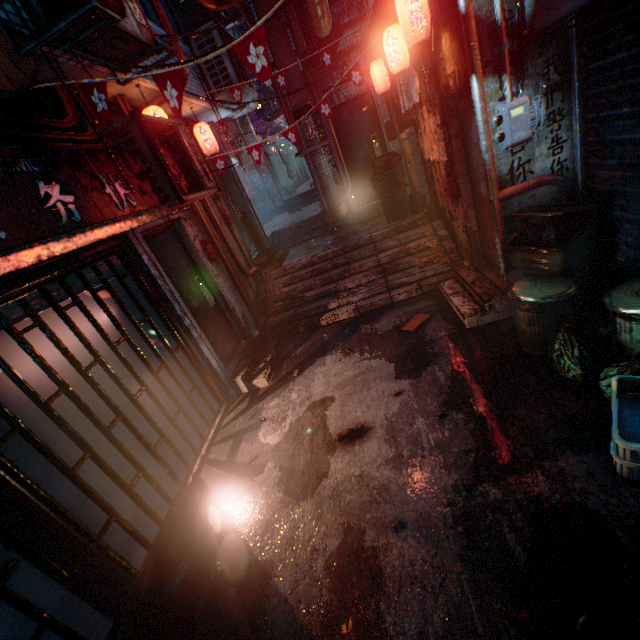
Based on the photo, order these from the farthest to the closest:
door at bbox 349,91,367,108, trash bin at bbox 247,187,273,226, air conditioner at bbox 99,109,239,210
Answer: trash bin at bbox 247,187,273,226 → door at bbox 349,91,367,108 → air conditioner at bbox 99,109,239,210

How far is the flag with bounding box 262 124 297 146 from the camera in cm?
482

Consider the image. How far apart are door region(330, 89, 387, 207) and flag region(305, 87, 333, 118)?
2.3m

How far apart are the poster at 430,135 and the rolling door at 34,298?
4.1m

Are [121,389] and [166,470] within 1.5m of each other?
yes

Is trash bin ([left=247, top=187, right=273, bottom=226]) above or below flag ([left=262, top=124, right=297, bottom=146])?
below

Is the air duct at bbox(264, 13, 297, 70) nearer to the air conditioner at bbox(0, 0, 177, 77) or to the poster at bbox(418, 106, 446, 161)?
the poster at bbox(418, 106, 446, 161)

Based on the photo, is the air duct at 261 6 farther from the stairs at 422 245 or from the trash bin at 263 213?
the trash bin at 263 213
